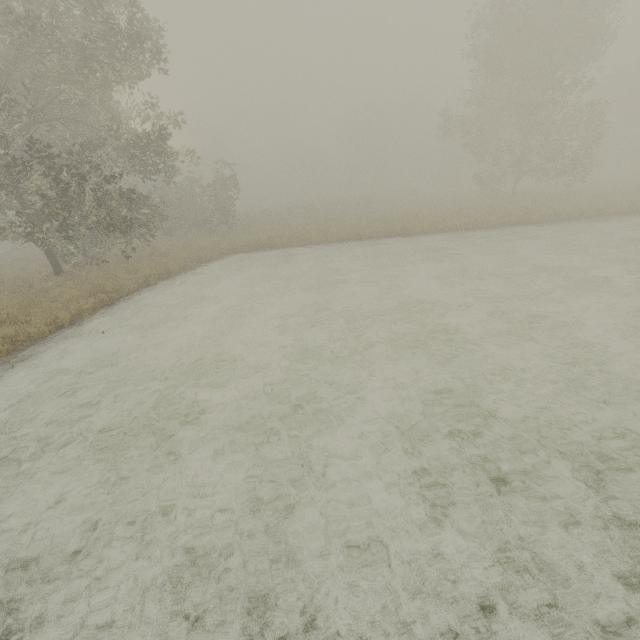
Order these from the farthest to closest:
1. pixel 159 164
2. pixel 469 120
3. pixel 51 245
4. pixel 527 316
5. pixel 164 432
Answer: pixel 469 120
pixel 51 245
pixel 159 164
pixel 527 316
pixel 164 432
